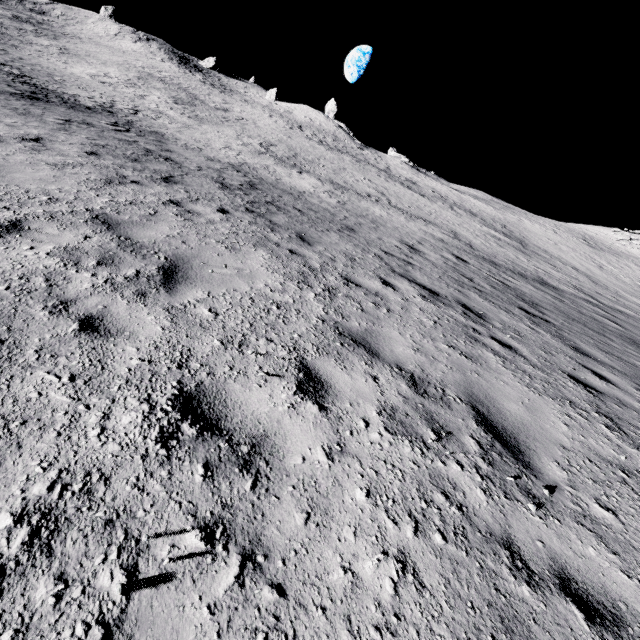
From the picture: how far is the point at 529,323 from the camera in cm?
761
